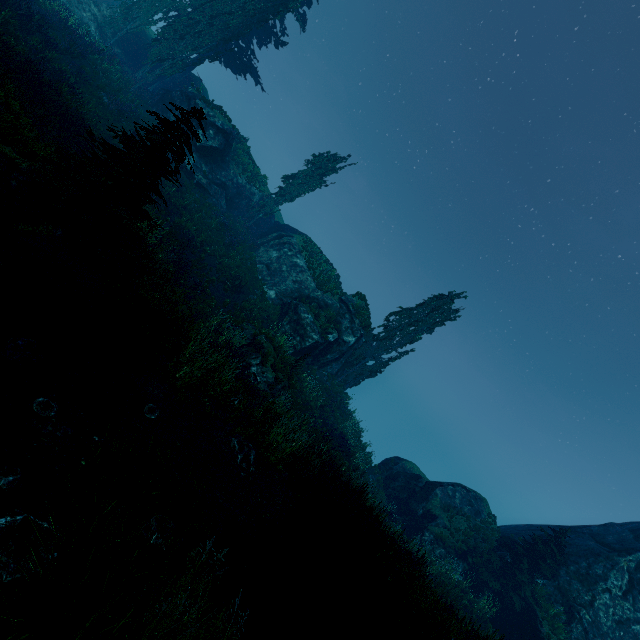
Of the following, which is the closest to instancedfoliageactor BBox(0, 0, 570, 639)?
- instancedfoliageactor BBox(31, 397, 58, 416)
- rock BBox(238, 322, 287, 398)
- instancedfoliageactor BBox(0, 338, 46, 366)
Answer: instancedfoliageactor BBox(31, 397, 58, 416)

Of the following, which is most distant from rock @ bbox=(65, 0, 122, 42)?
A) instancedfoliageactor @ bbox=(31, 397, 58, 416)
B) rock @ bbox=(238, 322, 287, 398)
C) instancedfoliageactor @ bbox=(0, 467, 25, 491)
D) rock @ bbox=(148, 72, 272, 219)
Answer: instancedfoliageactor @ bbox=(0, 467, 25, 491)

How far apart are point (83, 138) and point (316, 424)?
18.2m

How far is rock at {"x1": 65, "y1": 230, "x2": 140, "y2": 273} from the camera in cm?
894

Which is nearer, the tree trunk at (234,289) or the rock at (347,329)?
the tree trunk at (234,289)

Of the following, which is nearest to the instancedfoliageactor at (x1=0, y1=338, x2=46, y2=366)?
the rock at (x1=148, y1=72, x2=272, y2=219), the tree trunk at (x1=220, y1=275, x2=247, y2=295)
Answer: the tree trunk at (x1=220, y1=275, x2=247, y2=295)

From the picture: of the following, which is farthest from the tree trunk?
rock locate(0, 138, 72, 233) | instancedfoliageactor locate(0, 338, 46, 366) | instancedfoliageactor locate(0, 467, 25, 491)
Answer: instancedfoliageactor locate(0, 467, 25, 491)

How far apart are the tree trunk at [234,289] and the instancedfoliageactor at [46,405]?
14.93m
